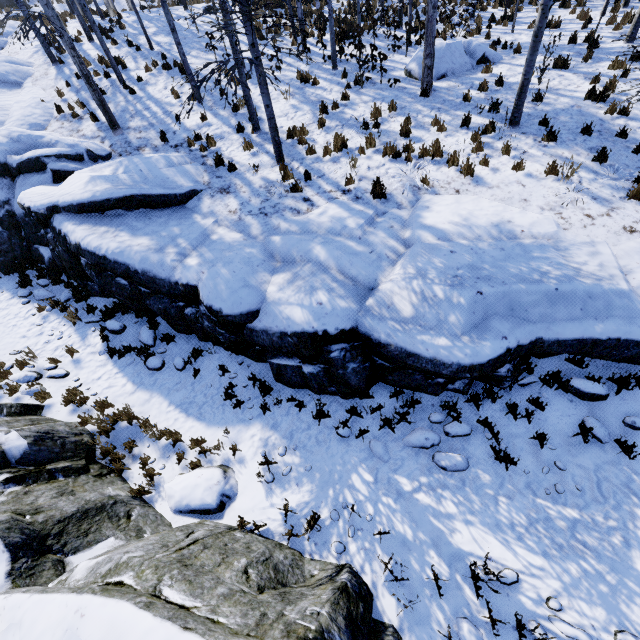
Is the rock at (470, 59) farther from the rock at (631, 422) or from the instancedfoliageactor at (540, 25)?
the rock at (631, 422)

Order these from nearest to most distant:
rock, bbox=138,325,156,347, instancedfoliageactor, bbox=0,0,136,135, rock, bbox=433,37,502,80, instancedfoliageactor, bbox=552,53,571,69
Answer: rock, bbox=138,325,156,347
instancedfoliageactor, bbox=0,0,136,135
instancedfoliageactor, bbox=552,53,571,69
rock, bbox=433,37,502,80

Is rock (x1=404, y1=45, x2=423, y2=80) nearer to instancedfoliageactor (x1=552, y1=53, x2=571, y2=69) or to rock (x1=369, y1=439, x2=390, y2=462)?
instancedfoliageactor (x1=552, y1=53, x2=571, y2=69)

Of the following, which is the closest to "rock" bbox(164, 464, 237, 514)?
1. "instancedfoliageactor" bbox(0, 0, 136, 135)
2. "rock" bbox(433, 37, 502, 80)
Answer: "instancedfoliageactor" bbox(0, 0, 136, 135)

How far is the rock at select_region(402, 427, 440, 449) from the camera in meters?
5.5

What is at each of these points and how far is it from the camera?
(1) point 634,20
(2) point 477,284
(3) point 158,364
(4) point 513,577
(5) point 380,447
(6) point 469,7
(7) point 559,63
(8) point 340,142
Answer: (1) instancedfoliageactor, 10.4m
(2) rock, 5.3m
(3) rock, 7.7m
(4) rock, 4.1m
(5) rock, 5.6m
(6) instancedfoliageactor, 12.3m
(7) instancedfoliageactor, 10.4m
(8) instancedfoliageactor, 9.2m

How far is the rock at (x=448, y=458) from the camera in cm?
518
